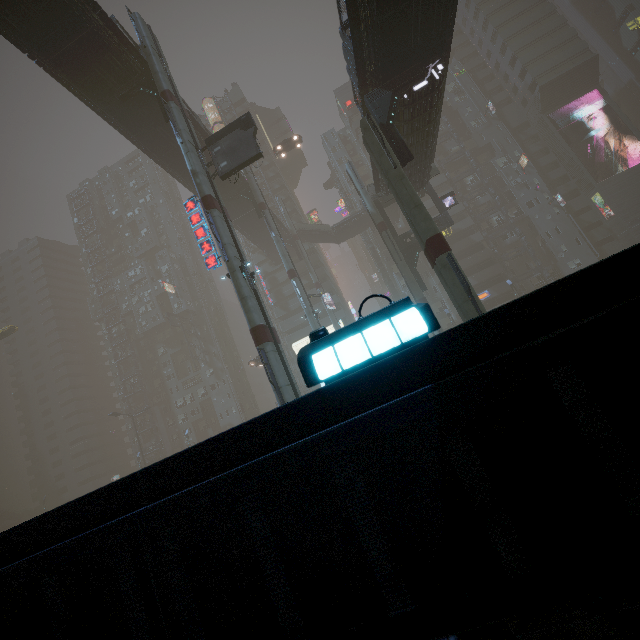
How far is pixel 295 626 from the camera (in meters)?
2.59

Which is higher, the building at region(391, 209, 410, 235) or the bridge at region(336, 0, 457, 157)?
the building at region(391, 209, 410, 235)

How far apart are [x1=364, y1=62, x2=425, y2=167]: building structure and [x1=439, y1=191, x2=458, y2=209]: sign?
16.3 meters

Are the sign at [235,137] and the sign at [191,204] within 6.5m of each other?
yes

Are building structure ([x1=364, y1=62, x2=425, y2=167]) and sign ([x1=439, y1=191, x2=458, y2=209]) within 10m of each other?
no

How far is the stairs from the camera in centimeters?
5356cm

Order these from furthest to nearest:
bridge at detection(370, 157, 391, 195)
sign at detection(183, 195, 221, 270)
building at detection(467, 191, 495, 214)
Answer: building at detection(467, 191, 495, 214), bridge at detection(370, 157, 391, 195), sign at detection(183, 195, 221, 270)

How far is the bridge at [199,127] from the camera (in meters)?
29.70
